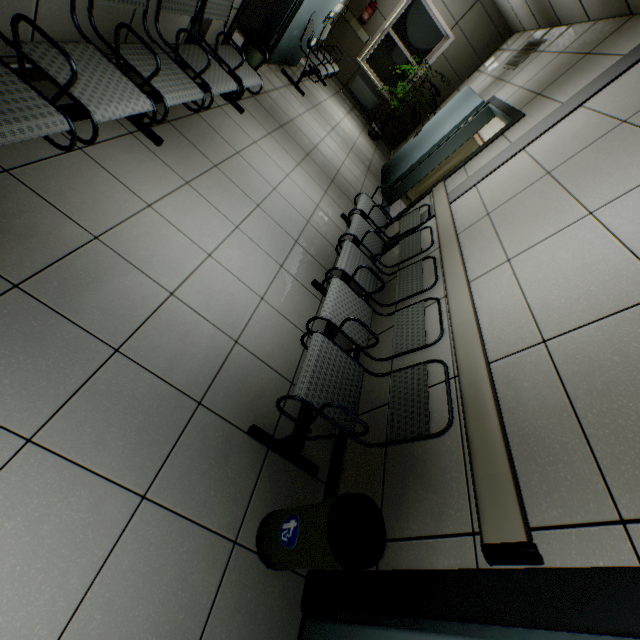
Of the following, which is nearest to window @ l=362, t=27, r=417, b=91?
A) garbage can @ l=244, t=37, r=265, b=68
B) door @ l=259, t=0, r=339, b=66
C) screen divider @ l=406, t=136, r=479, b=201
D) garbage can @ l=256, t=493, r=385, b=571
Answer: door @ l=259, t=0, r=339, b=66

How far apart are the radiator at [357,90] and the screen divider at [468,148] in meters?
2.8

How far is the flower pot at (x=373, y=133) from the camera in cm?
763

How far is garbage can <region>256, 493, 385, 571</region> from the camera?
1.27m

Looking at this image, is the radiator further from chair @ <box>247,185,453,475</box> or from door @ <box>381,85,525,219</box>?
chair @ <box>247,185,453,475</box>

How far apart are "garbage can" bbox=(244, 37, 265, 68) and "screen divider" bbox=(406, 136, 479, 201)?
3.7m

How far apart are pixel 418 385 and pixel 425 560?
0.9m

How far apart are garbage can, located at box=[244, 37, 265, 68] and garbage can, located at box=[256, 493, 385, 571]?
4.44m
